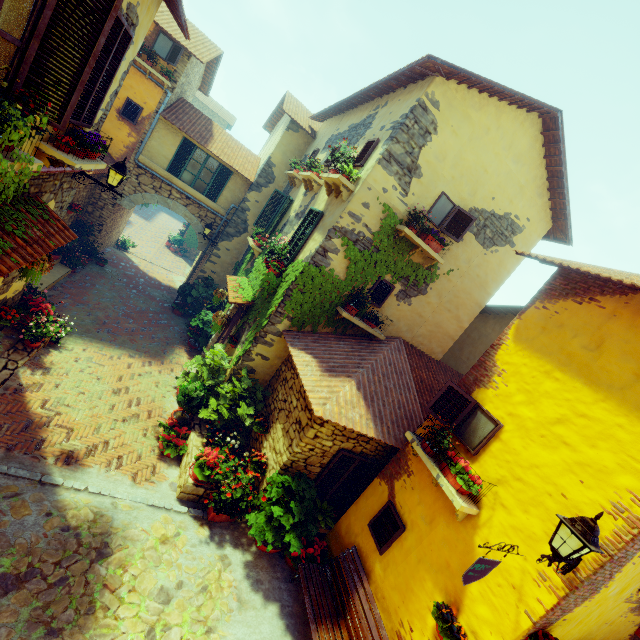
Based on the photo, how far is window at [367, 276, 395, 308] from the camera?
8.3 meters

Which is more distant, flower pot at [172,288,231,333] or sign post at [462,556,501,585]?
flower pot at [172,288,231,333]

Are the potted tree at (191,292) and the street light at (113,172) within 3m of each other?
no

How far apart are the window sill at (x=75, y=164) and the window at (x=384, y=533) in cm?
761

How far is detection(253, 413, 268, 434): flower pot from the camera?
7.4 meters

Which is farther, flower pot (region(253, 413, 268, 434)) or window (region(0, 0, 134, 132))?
flower pot (region(253, 413, 268, 434))

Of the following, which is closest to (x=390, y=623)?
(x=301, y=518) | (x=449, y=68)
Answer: (x=301, y=518)

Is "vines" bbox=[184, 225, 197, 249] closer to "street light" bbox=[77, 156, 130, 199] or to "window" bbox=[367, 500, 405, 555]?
"street light" bbox=[77, 156, 130, 199]
